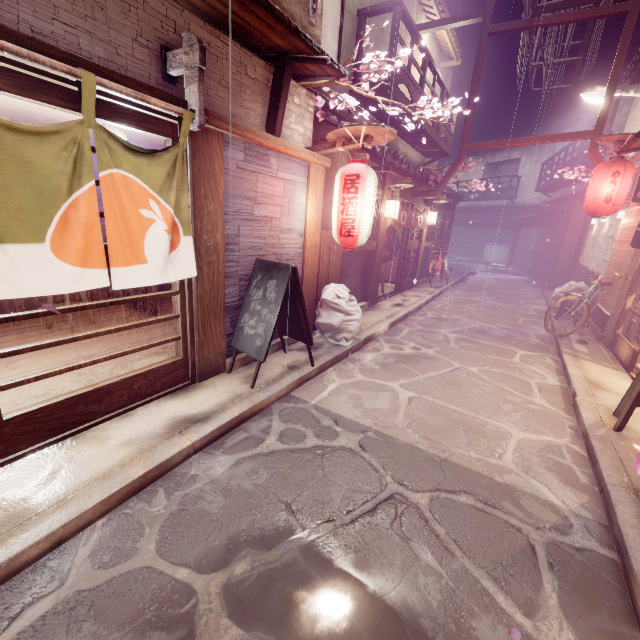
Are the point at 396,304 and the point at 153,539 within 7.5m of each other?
no

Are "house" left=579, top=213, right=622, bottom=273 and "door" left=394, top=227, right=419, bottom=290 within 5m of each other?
no

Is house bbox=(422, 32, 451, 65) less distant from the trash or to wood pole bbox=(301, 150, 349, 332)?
wood pole bbox=(301, 150, 349, 332)

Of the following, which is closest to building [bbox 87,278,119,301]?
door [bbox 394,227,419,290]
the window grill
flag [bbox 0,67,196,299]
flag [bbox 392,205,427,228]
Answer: flag [bbox 0,67,196,299]

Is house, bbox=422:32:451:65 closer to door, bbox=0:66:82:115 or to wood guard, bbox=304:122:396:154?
door, bbox=0:66:82:115

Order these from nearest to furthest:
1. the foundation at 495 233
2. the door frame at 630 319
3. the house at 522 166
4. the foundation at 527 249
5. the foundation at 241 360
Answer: the foundation at 241 360 → the door frame at 630 319 → the foundation at 527 249 → the house at 522 166 → the foundation at 495 233

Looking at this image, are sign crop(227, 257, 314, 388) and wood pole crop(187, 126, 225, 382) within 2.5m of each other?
yes

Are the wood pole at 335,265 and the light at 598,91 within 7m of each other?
no
